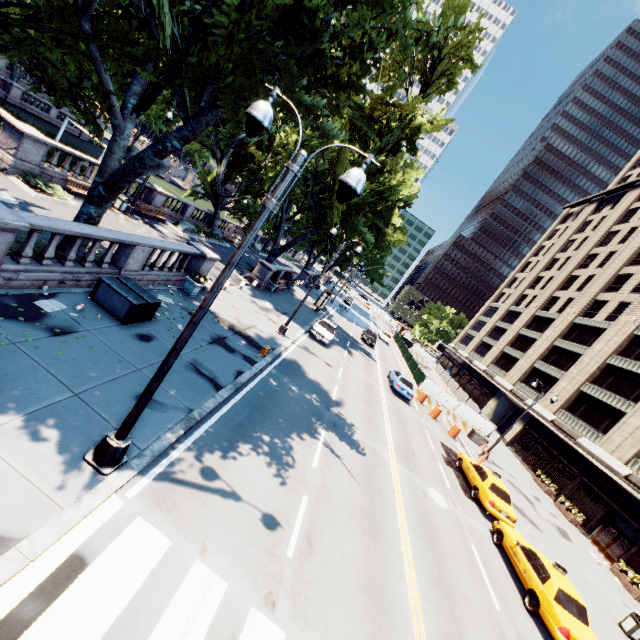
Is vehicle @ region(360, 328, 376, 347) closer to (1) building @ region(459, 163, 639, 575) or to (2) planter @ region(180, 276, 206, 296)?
(1) building @ region(459, 163, 639, 575)

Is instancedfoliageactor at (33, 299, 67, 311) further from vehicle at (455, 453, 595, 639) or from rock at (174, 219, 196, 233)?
rock at (174, 219, 196, 233)

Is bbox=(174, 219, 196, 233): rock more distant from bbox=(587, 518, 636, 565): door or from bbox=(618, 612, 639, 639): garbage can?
bbox=(587, 518, 636, 565): door

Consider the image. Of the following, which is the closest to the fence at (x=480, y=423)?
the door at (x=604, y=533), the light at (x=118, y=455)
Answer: the door at (x=604, y=533)

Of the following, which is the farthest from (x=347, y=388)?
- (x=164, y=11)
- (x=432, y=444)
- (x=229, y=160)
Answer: (x=229, y=160)

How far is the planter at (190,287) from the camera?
15.9m

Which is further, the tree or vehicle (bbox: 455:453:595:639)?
vehicle (bbox: 455:453:595:639)

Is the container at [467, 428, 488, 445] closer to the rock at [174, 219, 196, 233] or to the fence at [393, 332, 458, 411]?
the fence at [393, 332, 458, 411]
